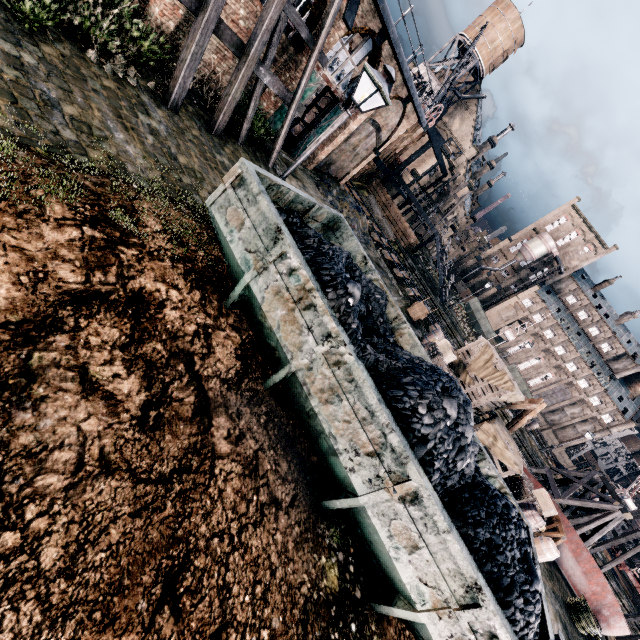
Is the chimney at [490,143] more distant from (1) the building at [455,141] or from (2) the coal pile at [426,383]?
(2) the coal pile at [426,383]

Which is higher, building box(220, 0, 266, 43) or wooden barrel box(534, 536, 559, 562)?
building box(220, 0, 266, 43)

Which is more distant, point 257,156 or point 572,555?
point 572,555

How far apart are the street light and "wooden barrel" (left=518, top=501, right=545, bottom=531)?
18.3m

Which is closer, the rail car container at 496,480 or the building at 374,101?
the rail car container at 496,480

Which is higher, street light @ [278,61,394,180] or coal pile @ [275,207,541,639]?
street light @ [278,61,394,180]

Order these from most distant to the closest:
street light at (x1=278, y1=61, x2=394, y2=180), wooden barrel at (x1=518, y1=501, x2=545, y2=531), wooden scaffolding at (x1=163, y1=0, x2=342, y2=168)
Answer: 1. wooden barrel at (x1=518, y1=501, x2=545, y2=531)
2. wooden scaffolding at (x1=163, y1=0, x2=342, y2=168)
3. street light at (x1=278, y1=61, x2=394, y2=180)

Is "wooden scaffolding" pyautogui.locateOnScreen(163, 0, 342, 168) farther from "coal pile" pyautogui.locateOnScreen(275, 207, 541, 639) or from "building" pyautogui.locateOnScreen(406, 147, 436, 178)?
"building" pyautogui.locateOnScreen(406, 147, 436, 178)
